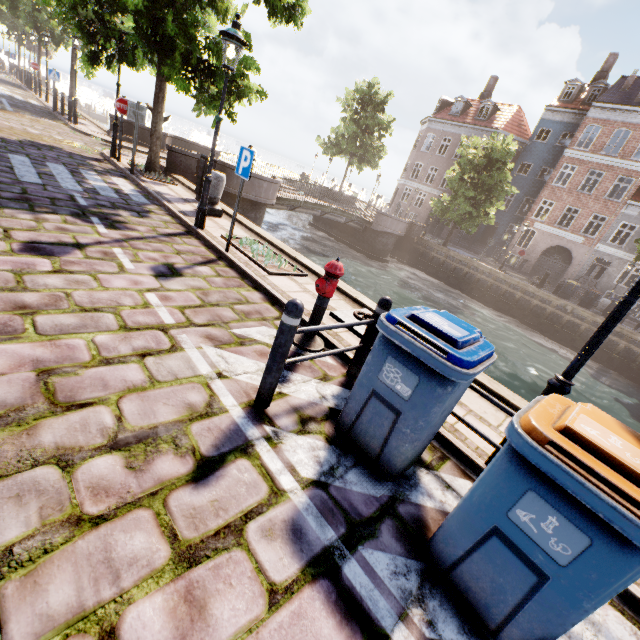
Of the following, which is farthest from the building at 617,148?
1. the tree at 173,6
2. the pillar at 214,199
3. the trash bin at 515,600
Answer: the trash bin at 515,600

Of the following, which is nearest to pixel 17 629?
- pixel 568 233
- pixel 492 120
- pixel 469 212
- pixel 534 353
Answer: pixel 534 353

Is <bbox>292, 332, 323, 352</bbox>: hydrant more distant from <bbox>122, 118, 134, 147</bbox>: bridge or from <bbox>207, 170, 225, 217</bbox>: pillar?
<bbox>122, 118, 134, 147</bbox>: bridge

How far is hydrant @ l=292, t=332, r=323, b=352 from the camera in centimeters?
425cm

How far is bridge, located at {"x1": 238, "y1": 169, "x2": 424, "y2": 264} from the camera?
14.8 meters

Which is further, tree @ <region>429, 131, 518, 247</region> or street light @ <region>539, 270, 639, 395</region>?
tree @ <region>429, 131, 518, 247</region>

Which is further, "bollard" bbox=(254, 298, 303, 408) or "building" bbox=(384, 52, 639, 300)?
"building" bbox=(384, 52, 639, 300)

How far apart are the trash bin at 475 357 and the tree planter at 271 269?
3.41m
